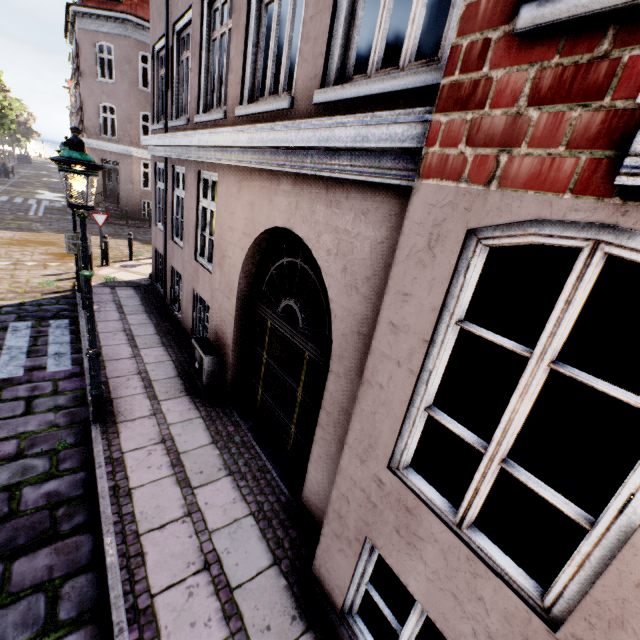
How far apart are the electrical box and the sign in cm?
410

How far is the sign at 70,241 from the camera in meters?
7.5 m

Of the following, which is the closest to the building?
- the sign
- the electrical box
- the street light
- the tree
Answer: the electrical box

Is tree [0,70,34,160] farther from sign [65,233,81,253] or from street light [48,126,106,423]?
sign [65,233,81,253]

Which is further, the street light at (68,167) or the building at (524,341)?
the street light at (68,167)

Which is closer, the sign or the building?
the building

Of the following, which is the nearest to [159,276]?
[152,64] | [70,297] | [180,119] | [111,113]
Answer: [70,297]
